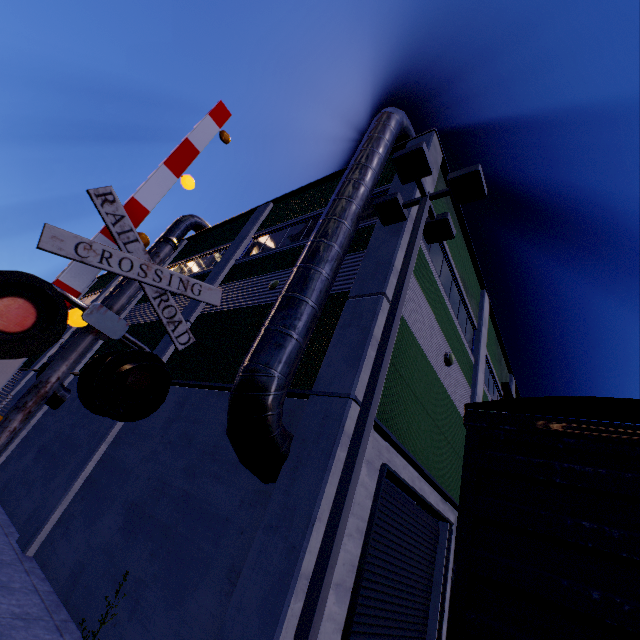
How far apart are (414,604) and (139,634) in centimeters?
628cm

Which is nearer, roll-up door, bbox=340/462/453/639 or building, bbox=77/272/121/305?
roll-up door, bbox=340/462/453/639

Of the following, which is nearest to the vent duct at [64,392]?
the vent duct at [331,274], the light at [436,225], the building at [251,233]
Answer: the building at [251,233]

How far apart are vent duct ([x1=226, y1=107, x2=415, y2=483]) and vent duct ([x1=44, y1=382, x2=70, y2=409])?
12.26m

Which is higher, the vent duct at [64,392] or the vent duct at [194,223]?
the vent duct at [194,223]

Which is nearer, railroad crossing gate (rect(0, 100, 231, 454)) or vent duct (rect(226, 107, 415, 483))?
railroad crossing gate (rect(0, 100, 231, 454))

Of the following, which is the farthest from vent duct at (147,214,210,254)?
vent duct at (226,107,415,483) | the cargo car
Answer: the cargo car
